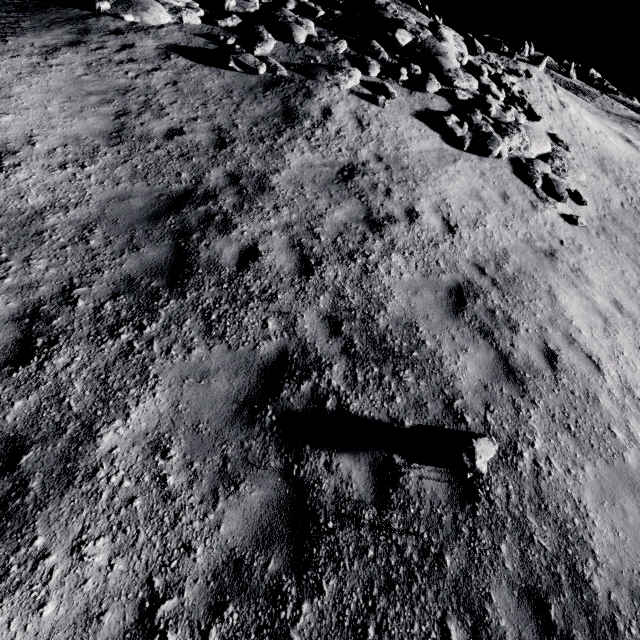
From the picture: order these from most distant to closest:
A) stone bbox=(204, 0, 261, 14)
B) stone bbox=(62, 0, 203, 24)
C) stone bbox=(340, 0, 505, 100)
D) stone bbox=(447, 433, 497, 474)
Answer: stone bbox=(340, 0, 505, 100) < stone bbox=(204, 0, 261, 14) < stone bbox=(62, 0, 203, 24) < stone bbox=(447, 433, 497, 474)

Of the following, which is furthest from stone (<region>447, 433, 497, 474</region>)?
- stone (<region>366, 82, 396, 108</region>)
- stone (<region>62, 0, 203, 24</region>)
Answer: stone (<region>62, 0, 203, 24</region>)

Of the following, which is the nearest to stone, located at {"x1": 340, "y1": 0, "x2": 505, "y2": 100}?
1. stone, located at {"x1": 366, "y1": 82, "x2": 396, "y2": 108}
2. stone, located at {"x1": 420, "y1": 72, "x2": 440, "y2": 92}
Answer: stone, located at {"x1": 420, "y1": 72, "x2": 440, "y2": 92}

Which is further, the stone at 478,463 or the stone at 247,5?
the stone at 247,5

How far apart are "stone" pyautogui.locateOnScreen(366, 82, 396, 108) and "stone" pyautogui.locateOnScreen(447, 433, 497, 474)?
10.08m

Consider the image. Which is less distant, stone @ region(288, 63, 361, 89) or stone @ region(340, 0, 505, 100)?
stone @ region(288, 63, 361, 89)

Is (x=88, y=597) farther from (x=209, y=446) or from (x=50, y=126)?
(x=50, y=126)

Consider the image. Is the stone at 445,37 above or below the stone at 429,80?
above
